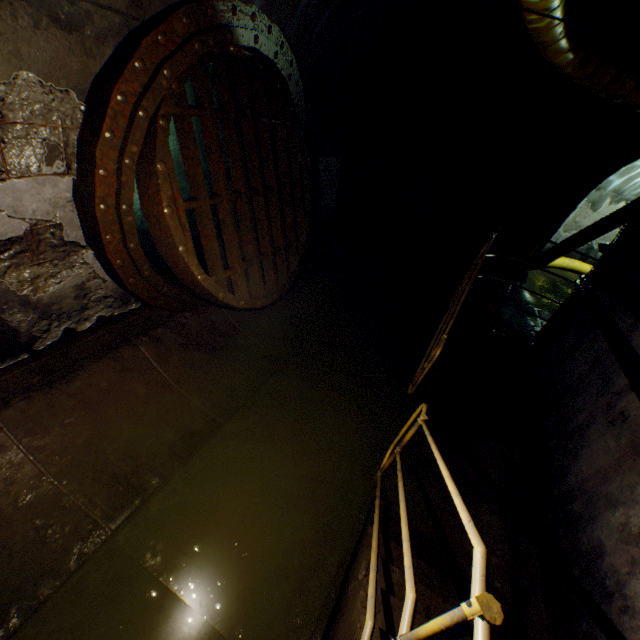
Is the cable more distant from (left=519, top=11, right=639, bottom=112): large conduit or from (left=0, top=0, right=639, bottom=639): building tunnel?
(left=519, top=11, right=639, bottom=112): large conduit

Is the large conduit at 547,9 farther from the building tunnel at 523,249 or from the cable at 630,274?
the cable at 630,274

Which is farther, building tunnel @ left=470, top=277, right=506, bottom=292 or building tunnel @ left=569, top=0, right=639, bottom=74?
building tunnel @ left=470, top=277, right=506, bottom=292

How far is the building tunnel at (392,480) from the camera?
3.4m

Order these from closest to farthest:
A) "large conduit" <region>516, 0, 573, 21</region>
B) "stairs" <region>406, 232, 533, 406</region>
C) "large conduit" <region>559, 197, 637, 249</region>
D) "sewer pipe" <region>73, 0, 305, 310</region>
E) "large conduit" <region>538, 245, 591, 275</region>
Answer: "sewer pipe" <region>73, 0, 305, 310</region> → "large conduit" <region>516, 0, 573, 21</region> → "stairs" <region>406, 232, 533, 406</region> → "large conduit" <region>559, 197, 637, 249</region> → "large conduit" <region>538, 245, 591, 275</region>

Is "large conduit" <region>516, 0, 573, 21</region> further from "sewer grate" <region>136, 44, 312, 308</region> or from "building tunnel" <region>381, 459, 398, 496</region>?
"sewer grate" <region>136, 44, 312, 308</region>

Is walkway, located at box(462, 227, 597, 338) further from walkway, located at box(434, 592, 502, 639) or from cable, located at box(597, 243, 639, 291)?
walkway, located at box(434, 592, 502, 639)

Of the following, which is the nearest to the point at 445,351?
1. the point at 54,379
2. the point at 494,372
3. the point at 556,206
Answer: the point at 494,372
